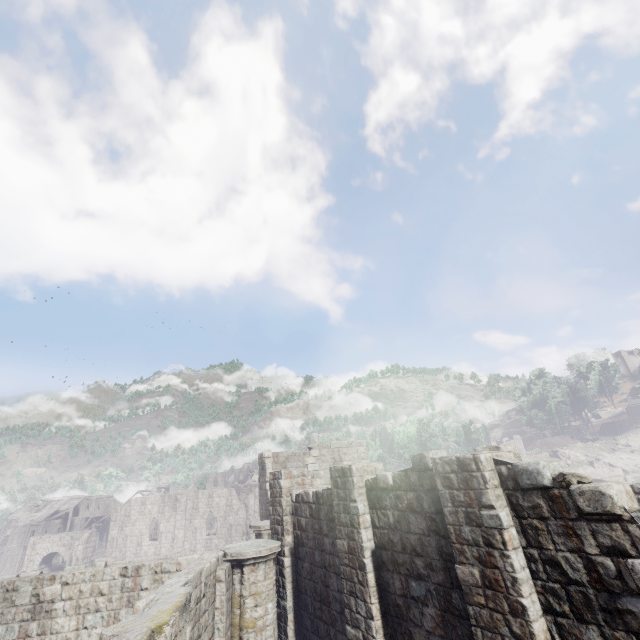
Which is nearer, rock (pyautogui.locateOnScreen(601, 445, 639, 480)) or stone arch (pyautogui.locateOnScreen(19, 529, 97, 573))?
stone arch (pyautogui.locateOnScreen(19, 529, 97, 573))

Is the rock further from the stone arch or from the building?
the stone arch

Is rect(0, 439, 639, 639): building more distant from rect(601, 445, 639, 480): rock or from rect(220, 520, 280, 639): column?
rect(601, 445, 639, 480): rock

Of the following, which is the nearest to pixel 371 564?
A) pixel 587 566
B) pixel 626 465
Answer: pixel 587 566

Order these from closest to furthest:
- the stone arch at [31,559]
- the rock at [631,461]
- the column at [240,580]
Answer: the column at [240,580] < the stone arch at [31,559] < the rock at [631,461]

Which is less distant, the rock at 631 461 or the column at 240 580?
the column at 240 580

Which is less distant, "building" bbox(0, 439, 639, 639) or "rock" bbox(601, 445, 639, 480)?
"building" bbox(0, 439, 639, 639)

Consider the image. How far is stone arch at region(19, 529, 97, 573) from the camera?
43.72m
